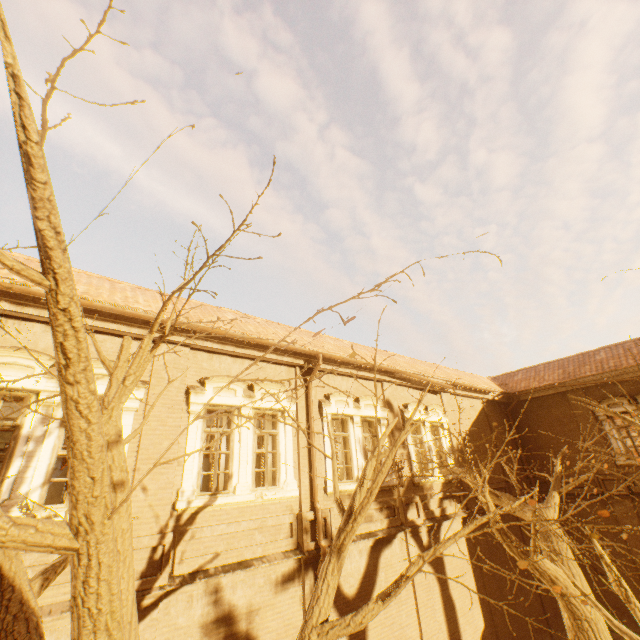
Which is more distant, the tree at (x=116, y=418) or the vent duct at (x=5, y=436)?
the vent duct at (x=5, y=436)

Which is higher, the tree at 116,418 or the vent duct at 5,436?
the vent duct at 5,436

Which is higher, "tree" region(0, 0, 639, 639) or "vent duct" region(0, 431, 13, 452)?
"vent duct" region(0, 431, 13, 452)

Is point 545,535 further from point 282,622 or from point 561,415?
point 561,415

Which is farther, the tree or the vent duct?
the vent duct
